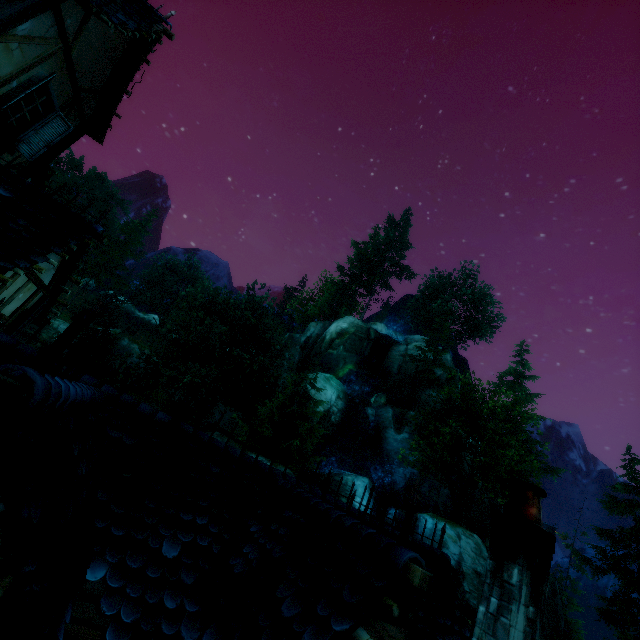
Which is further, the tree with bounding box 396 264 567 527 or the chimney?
the tree with bounding box 396 264 567 527

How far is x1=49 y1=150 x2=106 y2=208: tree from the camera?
→ 44.4m

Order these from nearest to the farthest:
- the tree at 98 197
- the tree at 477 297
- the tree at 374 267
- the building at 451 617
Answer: the building at 451 617
the tree at 477 297
the tree at 98 197
the tree at 374 267

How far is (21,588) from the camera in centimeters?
146cm

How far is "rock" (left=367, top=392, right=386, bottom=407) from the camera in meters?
36.7 m

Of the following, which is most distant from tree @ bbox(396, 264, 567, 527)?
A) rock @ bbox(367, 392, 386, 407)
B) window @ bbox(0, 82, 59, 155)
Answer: window @ bbox(0, 82, 59, 155)

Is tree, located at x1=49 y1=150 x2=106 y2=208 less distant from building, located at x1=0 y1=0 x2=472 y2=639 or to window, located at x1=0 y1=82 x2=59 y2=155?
building, located at x1=0 y1=0 x2=472 y2=639

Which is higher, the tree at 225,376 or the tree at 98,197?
the tree at 98,197
